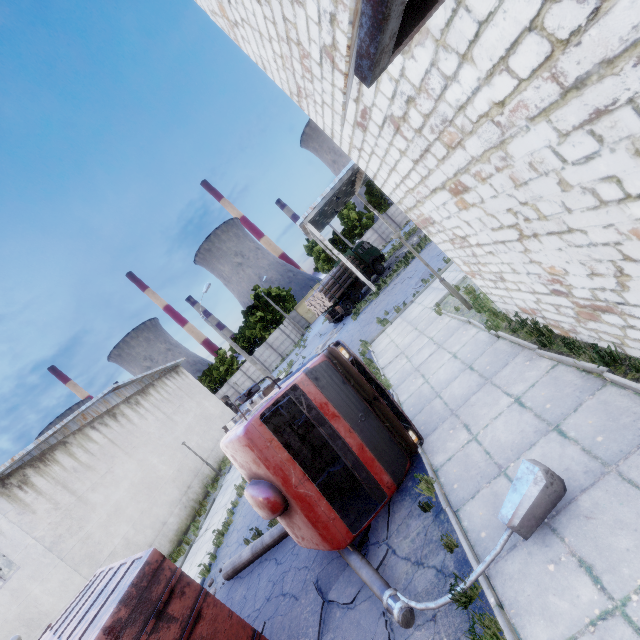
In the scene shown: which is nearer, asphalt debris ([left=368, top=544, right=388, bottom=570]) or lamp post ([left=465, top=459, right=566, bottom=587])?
lamp post ([left=465, top=459, right=566, bottom=587])

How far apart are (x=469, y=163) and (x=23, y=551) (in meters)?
19.14

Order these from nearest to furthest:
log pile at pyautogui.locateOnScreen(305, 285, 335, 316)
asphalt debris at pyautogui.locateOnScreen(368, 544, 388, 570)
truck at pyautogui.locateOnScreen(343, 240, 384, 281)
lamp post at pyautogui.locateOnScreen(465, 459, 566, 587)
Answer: lamp post at pyautogui.locateOnScreen(465, 459, 566, 587) → asphalt debris at pyautogui.locateOnScreen(368, 544, 388, 570) → log pile at pyautogui.locateOnScreen(305, 285, 335, 316) → truck at pyautogui.locateOnScreen(343, 240, 384, 281)

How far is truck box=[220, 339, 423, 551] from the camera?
5.7 meters

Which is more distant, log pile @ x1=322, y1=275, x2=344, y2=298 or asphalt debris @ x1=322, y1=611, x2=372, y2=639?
log pile @ x1=322, y1=275, x2=344, y2=298

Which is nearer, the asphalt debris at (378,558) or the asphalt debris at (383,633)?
the asphalt debris at (383,633)

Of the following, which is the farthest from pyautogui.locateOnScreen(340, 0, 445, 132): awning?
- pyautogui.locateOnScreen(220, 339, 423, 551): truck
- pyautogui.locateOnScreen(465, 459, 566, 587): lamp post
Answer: pyautogui.locateOnScreen(220, 339, 423, 551): truck

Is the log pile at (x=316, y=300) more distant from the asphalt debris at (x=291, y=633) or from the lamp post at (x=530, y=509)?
the asphalt debris at (x=291, y=633)
